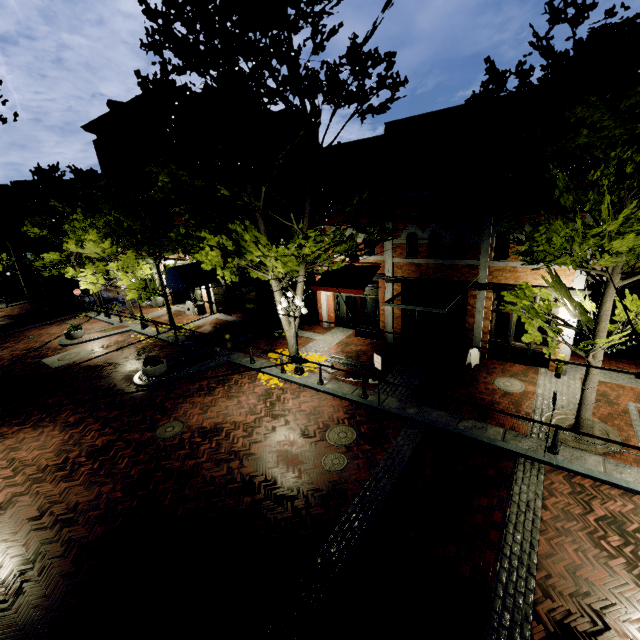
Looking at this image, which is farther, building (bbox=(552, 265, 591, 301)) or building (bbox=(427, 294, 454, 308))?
building (bbox=(427, 294, 454, 308))

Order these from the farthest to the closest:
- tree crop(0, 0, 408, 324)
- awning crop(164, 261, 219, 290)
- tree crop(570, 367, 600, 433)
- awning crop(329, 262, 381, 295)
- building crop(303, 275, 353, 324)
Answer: building crop(303, 275, 353, 324), awning crop(164, 261, 219, 290), awning crop(329, 262, 381, 295), tree crop(0, 0, 408, 324), tree crop(570, 367, 600, 433)

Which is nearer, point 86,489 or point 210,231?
point 86,489

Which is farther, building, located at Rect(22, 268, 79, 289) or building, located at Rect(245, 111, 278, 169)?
building, located at Rect(22, 268, 79, 289)

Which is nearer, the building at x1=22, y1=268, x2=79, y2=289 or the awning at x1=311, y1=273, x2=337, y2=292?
the awning at x1=311, y1=273, x2=337, y2=292

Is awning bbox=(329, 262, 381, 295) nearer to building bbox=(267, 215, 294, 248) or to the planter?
building bbox=(267, 215, 294, 248)

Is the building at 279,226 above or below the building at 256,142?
below

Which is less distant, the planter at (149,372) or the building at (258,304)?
the planter at (149,372)
